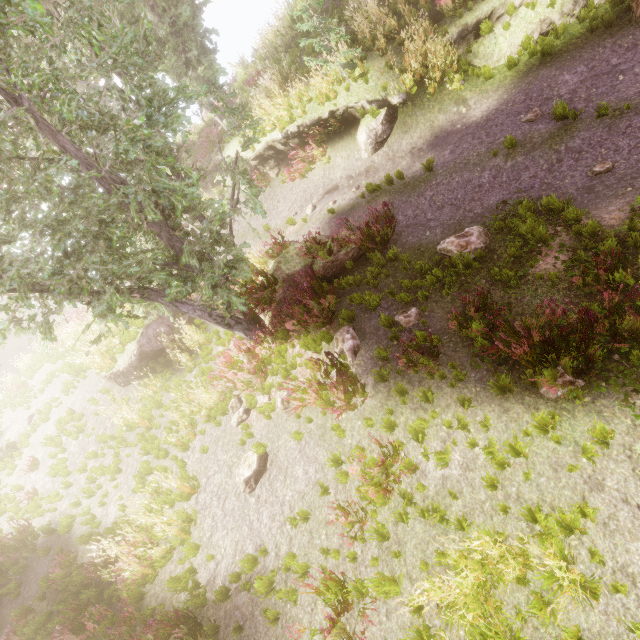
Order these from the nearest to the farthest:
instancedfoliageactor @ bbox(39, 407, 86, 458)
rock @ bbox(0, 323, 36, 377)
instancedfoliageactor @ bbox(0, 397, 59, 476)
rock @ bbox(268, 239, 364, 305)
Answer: rock @ bbox(268, 239, 364, 305) → instancedfoliageactor @ bbox(39, 407, 86, 458) → instancedfoliageactor @ bbox(0, 397, 59, 476) → rock @ bbox(0, 323, 36, 377)

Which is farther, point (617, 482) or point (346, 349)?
point (346, 349)

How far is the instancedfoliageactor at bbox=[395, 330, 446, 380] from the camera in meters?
5.8 m

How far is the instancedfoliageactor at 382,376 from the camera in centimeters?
622cm

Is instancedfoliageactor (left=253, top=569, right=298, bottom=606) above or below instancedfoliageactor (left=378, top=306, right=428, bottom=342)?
above

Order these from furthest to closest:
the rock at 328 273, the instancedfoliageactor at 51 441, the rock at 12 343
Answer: the rock at 12 343
the instancedfoliageactor at 51 441
the rock at 328 273

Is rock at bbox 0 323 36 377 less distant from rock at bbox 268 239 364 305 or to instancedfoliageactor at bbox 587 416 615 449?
instancedfoliageactor at bbox 587 416 615 449
